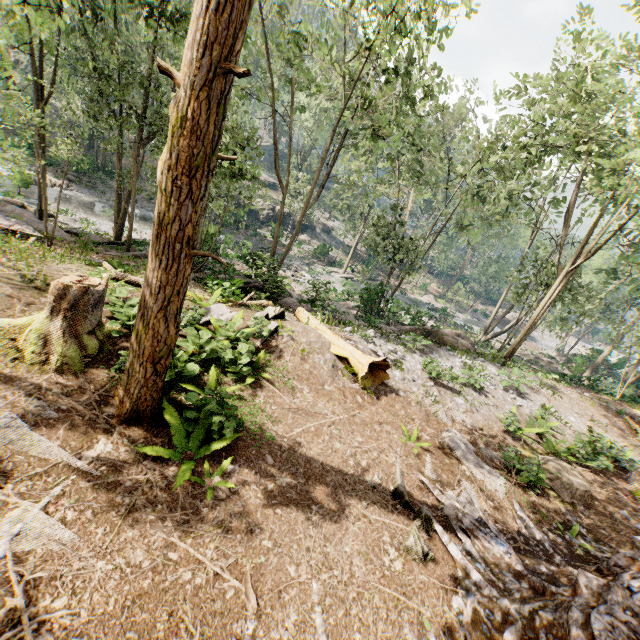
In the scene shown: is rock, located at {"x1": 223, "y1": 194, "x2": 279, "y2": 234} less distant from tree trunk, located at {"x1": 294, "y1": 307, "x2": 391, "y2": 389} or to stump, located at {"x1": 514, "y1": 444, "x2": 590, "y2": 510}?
tree trunk, located at {"x1": 294, "y1": 307, "x2": 391, "y2": 389}

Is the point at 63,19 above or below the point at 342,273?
above

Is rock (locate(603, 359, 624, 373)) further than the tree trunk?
Yes

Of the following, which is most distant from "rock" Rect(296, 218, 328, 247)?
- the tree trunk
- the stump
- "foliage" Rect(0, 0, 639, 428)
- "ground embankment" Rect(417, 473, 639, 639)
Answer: "ground embankment" Rect(417, 473, 639, 639)

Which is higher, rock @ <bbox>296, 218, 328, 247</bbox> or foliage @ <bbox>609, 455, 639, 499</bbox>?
foliage @ <bbox>609, 455, 639, 499</bbox>

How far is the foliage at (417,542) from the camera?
6.1m

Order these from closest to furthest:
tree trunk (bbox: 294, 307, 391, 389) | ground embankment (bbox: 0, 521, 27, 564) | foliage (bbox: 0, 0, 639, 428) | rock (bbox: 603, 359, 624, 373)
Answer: ground embankment (bbox: 0, 521, 27, 564) → foliage (bbox: 0, 0, 639, 428) → tree trunk (bbox: 294, 307, 391, 389) → rock (bbox: 603, 359, 624, 373)
